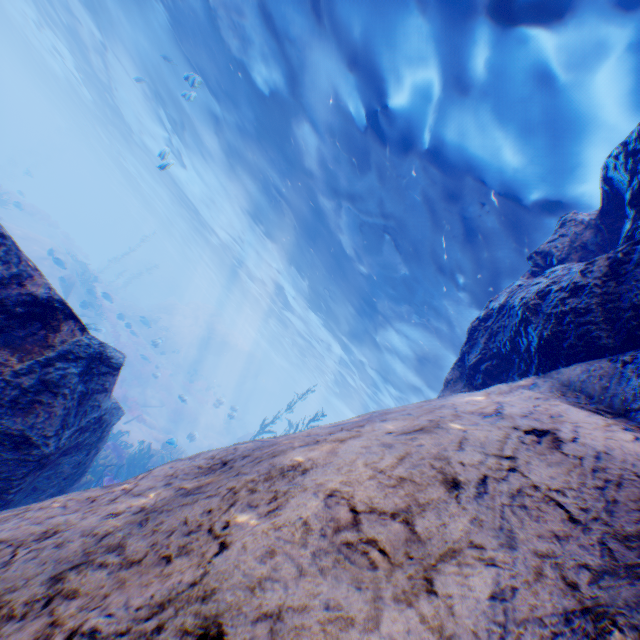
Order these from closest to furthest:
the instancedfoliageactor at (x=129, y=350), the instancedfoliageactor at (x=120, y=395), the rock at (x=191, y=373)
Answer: the instancedfoliageactor at (x=120, y=395)
the instancedfoliageactor at (x=129, y=350)
the rock at (x=191, y=373)

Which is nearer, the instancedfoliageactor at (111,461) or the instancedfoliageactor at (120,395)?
the instancedfoliageactor at (111,461)

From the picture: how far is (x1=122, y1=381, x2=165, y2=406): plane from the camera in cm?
2165

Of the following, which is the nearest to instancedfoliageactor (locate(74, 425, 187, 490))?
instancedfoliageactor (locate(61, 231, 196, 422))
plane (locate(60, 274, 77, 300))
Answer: plane (locate(60, 274, 77, 300))

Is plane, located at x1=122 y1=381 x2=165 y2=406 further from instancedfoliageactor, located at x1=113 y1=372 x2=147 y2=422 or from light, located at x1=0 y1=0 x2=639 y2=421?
light, located at x1=0 y1=0 x2=639 y2=421

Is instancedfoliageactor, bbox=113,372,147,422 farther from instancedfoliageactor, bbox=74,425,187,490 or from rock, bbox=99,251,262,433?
instancedfoliageactor, bbox=74,425,187,490

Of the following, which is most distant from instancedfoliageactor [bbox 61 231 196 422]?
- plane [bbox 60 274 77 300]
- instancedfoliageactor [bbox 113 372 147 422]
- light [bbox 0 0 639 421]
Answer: light [bbox 0 0 639 421]

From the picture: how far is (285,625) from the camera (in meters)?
1.20
